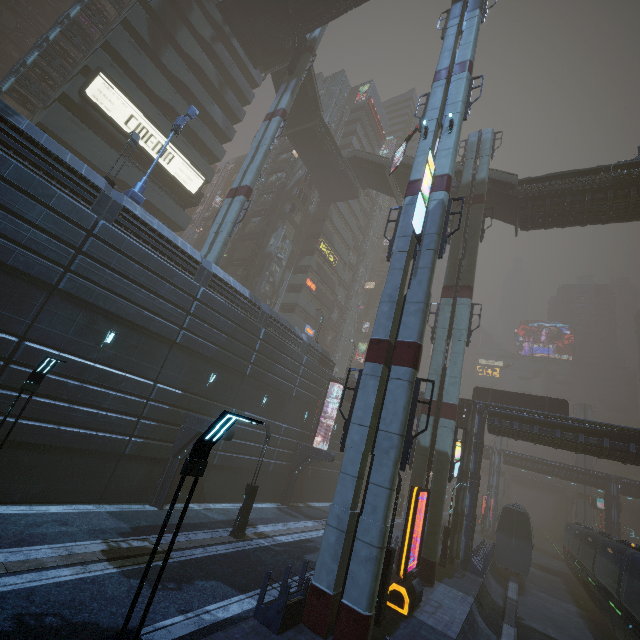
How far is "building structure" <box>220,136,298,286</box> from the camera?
39.9 meters

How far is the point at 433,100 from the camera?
18.8 meters

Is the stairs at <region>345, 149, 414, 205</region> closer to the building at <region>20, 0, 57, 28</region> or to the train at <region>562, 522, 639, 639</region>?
the building at <region>20, 0, 57, 28</region>

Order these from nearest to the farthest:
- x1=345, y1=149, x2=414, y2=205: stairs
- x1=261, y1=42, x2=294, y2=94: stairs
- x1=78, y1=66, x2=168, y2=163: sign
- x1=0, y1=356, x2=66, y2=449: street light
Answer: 1. x1=0, y1=356, x2=66, y2=449: street light
2. x1=78, y1=66, x2=168, y2=163: sign
3. x1=261, y1=42, x2=294, y2=94: stairs
4. x1=345, y1=149, x2=414, y2=205: stairs

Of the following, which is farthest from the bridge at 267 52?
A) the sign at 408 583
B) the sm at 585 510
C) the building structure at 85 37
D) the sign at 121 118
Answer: the sm at 585 510

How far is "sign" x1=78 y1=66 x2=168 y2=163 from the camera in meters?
23.5 m

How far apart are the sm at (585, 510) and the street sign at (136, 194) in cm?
8172

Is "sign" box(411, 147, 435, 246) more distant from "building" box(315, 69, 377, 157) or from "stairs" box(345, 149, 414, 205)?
"stairs" box(345, 149, 414, 205)
